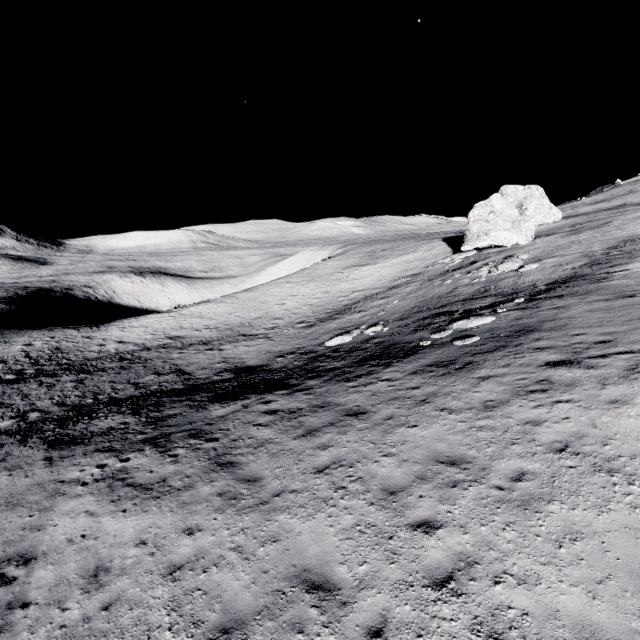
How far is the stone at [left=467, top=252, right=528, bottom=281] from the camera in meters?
25.1 m

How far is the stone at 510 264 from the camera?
25.1 meters

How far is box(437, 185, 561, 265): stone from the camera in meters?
33.8

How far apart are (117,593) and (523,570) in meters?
8.4

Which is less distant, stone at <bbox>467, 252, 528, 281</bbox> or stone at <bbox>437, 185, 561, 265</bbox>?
stone at <bbox>467, 252, 528, 281</bbox>

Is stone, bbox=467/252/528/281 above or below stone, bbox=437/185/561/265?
below

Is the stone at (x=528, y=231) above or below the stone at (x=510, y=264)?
above
